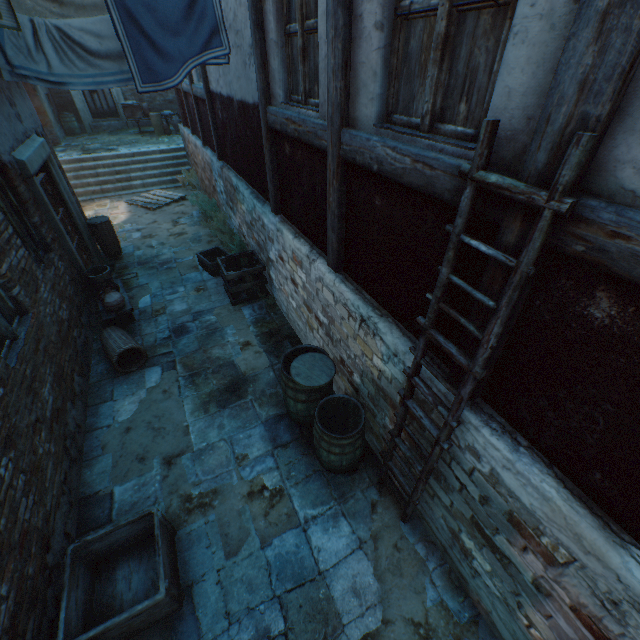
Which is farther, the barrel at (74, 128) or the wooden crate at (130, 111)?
the barrel at (74, 128)

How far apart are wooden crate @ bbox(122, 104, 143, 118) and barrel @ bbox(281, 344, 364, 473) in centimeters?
1817cm

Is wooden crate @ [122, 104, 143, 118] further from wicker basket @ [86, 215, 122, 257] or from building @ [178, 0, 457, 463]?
wicker basket @ [86, 215, 122, 257]

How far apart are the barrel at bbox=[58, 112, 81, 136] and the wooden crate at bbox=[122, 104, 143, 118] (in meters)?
A: 2.66

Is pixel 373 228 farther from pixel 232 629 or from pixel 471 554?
pixel 232 629

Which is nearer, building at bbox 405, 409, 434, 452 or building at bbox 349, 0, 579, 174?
building at bbox 349, 0, 579, 174

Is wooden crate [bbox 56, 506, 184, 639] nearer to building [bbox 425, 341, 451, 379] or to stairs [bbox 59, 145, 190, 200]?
building [bbox 425, 341, 451, 379]

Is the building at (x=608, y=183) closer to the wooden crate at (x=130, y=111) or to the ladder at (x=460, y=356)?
the ladder at (x=460, y=356)
